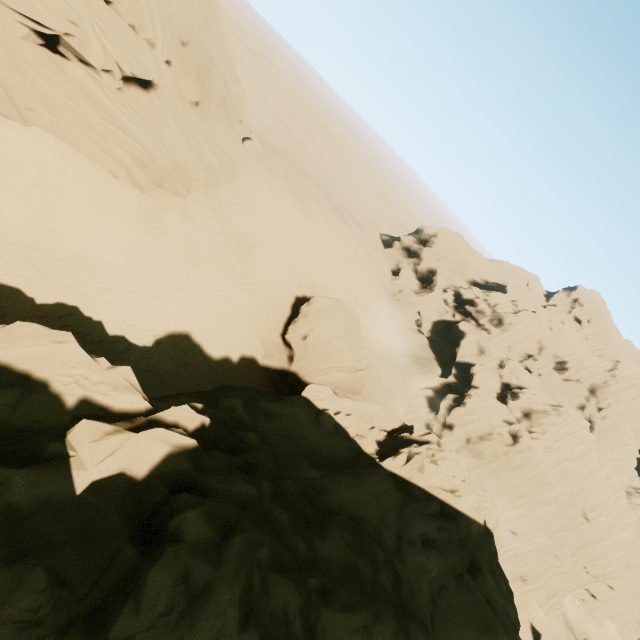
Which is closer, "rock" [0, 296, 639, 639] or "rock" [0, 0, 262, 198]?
"rock" [0, 296, 639, 639]

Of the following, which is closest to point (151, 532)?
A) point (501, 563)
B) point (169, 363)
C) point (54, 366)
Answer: point (54, 366)

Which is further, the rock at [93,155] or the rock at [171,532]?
the rock at [93,155]
